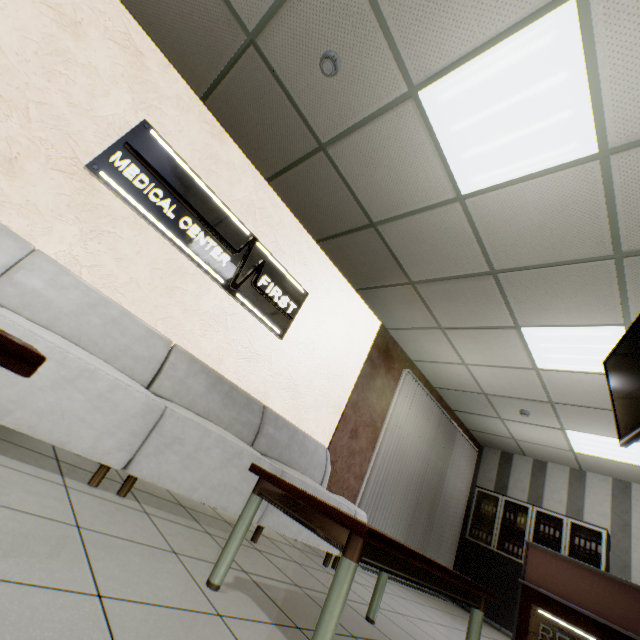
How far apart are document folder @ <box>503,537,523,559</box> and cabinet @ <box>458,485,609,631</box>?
0.1 meters

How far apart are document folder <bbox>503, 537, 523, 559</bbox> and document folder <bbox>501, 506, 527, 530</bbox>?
0.3m

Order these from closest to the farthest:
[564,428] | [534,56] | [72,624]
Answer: [72,624], [534,56], [564,428]

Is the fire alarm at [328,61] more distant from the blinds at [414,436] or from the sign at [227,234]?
the blinds at [414,436]

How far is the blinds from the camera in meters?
5.1

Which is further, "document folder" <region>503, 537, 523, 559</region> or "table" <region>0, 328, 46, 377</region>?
"document folder" <region>503, 537, 523, 559</region>

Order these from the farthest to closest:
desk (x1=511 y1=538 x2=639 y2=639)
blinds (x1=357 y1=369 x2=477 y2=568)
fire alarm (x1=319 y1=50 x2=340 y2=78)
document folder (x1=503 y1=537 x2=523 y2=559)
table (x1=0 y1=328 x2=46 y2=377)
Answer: document folder (x1=503 y1=537 x2=523 y2=559), blinds (x1=357 y1=369 x2=477 y2=568), desk (x1=511 y1=538 x2=639 y2=639), fire alarm (x1=319 y1=50 x2=340 y2=78), table (x1=0 y1=328 x2=46 y2=377)

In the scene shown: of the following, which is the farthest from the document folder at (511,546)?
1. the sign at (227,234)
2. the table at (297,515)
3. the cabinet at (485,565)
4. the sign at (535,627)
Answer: the sign at (227,234)
